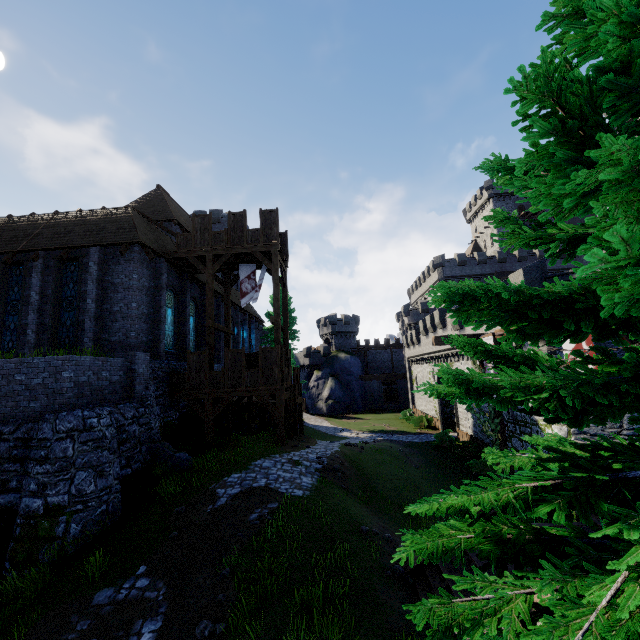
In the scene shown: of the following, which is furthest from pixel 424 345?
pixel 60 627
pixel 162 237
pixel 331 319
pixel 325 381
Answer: pixel 60 627

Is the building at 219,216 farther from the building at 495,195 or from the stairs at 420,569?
the building at 495,195

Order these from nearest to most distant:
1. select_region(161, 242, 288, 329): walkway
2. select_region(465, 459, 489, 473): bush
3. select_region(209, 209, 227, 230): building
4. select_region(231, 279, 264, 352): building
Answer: select_region(161, 242, 288, 329): walkway → select_region(465, 459, 489, 473): bush → select_region(231, 279, 264, 352): building → select_region(209, 209, 227, 230): building

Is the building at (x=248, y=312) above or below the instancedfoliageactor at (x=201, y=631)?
above

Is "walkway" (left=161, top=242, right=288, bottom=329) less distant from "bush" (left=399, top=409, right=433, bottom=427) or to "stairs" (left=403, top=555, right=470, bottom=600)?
"stairs" (left=403, top=555, right=470, bottom=600)

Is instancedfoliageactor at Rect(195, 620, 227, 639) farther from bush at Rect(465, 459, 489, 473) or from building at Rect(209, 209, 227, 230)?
bush at Rect(465, 459, 489, 473)

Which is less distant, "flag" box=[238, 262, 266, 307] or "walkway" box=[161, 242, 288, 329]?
"walkway" box=[161, 242, 288, 329]

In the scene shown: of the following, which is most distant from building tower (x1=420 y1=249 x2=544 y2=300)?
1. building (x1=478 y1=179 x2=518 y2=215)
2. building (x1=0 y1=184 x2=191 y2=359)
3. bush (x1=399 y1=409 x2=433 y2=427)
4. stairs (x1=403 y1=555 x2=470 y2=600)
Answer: stairs (x1=403 y1=555 x2=470 y2=600)
